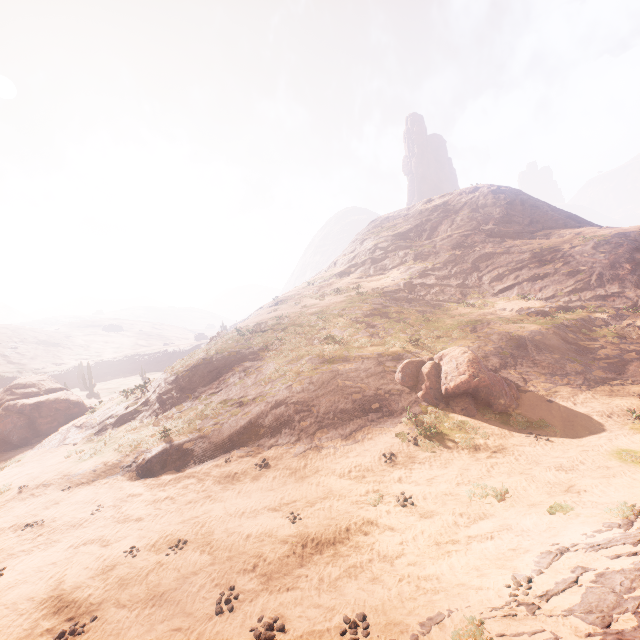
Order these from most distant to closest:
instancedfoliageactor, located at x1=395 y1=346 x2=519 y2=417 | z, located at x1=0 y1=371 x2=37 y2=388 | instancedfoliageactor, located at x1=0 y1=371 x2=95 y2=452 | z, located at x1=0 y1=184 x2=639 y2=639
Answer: z, located at x1=0 y1=371 x2=37 y2=388
instancedfoliageactor, located at x1=0 y1=371 x2=95 y2=452
instancedfoliageactor, located at x1=395 y1=346 x2=519 y2=417
z, located at x1=0 y1=184 x2=639 y2=639

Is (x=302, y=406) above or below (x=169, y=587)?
above

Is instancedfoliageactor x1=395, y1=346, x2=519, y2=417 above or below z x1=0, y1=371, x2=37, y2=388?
below

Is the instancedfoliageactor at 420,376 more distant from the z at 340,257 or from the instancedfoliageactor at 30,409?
the instancedfoliageactor at 30,409

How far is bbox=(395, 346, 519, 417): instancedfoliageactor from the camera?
15.2m

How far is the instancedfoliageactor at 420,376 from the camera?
15.2m

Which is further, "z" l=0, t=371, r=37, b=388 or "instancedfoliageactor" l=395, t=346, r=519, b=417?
"z" l=0, t=371, r=37, b=388

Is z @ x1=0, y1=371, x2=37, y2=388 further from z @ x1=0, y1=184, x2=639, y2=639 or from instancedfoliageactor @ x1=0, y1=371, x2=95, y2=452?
instancedfoliageactor @ x1=0, y1=371, x2=95, y2=452
